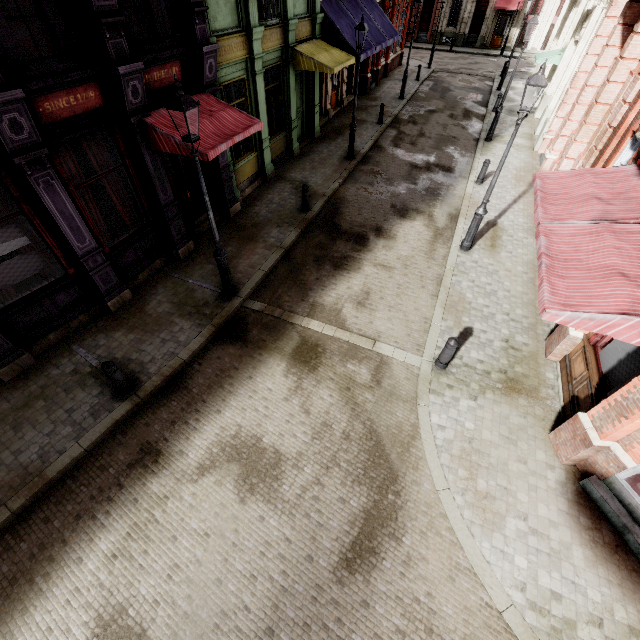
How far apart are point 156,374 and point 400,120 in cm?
1927

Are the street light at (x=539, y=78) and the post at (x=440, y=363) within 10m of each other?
yes

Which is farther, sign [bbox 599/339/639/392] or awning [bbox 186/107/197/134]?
awning [bbox 186/107/197/134]

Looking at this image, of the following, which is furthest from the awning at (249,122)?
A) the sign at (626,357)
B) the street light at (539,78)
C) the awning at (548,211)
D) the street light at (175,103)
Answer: the sign at (626,357)

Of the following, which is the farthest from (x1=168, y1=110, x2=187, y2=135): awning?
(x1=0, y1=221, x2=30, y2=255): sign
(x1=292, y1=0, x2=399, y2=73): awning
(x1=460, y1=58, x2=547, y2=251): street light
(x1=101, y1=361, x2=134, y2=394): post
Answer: (x1=292, y1=0, x2=399, y2=73): awning

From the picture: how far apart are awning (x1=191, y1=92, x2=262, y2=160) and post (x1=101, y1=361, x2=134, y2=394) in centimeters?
483cm

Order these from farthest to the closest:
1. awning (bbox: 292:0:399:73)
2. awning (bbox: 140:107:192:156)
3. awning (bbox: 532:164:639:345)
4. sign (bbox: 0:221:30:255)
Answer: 1. awning (bbox: 292:0:399:73)
2. awning (bbox: 140:107:192:156)
3. sign (bbox: 0:221:30:255)
4. awning (bbox: 532:164:639:345)

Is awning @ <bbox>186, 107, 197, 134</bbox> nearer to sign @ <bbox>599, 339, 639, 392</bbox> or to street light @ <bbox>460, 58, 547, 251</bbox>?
street light @ <bbox>460, 58, 547, 251</bbox>
